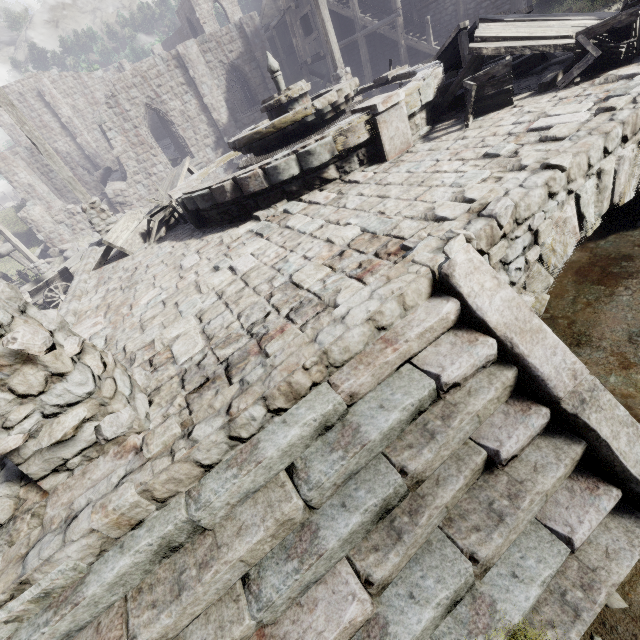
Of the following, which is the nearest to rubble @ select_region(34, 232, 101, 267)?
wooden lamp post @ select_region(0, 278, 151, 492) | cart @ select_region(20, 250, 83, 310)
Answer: cart @ select_region(20, 250, 83, 310)

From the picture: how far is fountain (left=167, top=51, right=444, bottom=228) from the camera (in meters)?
4.84

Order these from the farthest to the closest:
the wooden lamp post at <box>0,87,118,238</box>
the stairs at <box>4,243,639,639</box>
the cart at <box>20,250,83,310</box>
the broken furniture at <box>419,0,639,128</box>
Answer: the cart at <box>20,250,83,310</box> < the wooden lamp post at <box>0,87,118,238</box> < the broken furniture at <box>419,0,639,128</box> < the stairs at <box>4,243,639,639</box>

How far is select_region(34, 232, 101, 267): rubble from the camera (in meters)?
20.80

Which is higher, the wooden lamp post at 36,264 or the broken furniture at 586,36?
the broken furniture at 586,36

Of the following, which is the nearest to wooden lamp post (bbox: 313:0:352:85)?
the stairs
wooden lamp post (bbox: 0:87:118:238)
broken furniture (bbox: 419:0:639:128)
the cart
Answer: broken furniture (bbox: 419:0:639:128)

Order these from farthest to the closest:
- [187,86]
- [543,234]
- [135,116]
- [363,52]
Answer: [187,86], [135,116], [363,52], [543,234]

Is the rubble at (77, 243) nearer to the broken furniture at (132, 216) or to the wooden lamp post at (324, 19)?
the broken furniture at (132, 216)
